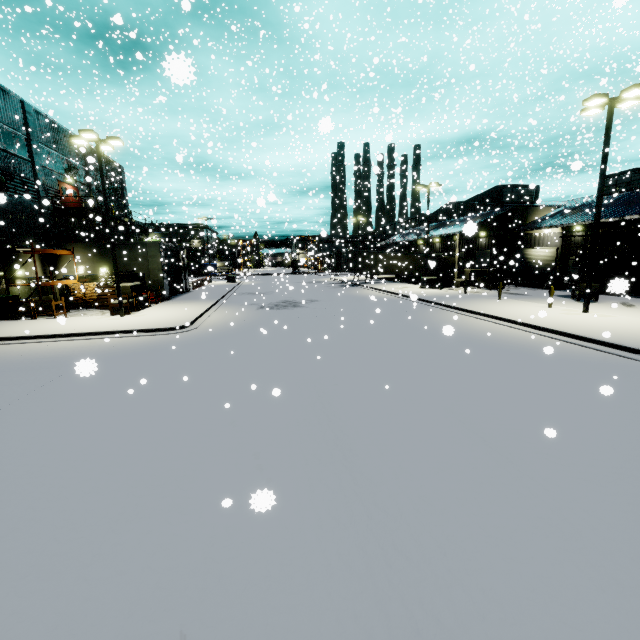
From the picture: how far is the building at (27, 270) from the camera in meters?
21.4

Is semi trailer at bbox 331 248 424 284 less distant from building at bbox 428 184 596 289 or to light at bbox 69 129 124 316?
building at bbox 428 184 596 289

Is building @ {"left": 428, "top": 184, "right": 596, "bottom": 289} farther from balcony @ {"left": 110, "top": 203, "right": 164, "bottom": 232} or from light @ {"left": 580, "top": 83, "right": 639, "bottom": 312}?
light @ {"left": 580, "top": 83, "right": 639, "bottom": 312}

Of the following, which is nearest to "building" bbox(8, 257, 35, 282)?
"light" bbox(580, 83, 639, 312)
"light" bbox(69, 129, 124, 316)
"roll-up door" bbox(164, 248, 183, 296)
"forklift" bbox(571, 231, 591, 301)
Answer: "roll-up door" bbox(164, 248, 183, 296)

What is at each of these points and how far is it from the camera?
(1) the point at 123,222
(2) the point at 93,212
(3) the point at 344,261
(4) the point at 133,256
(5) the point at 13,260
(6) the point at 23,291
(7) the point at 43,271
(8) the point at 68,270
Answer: (1) balcony, 35.2m
(2) balcony, 28.6m
(3) semi trailer, 39.4m
(4) building, 26.1m
(5) building, 21.5m
(6) building, 22.4m
(7) building, 24.3m
(8) building, 25.5m

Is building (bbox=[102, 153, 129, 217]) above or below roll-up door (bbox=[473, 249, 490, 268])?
above

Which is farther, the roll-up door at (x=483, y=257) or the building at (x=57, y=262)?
the roll-up door at (x=483, y=257)

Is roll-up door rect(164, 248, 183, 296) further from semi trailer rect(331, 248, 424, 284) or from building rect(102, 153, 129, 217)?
semi trailer rect(331, 248, 424, 284)
